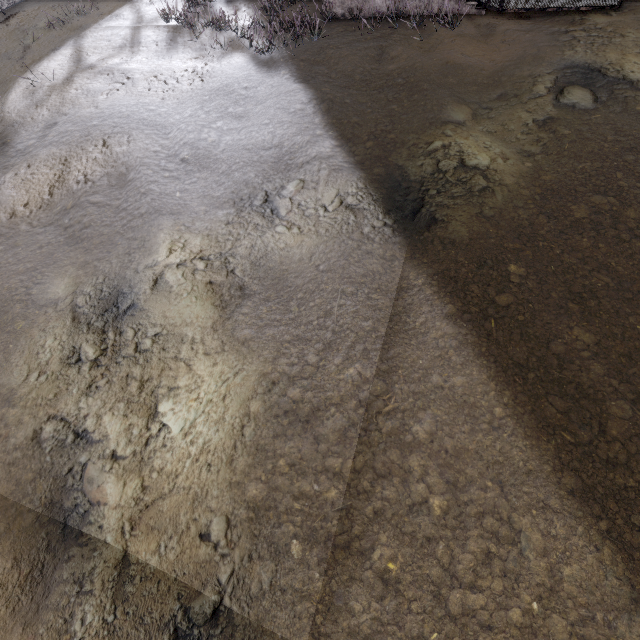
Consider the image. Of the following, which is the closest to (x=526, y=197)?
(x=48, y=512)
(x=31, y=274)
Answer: (x=48, y=512)
